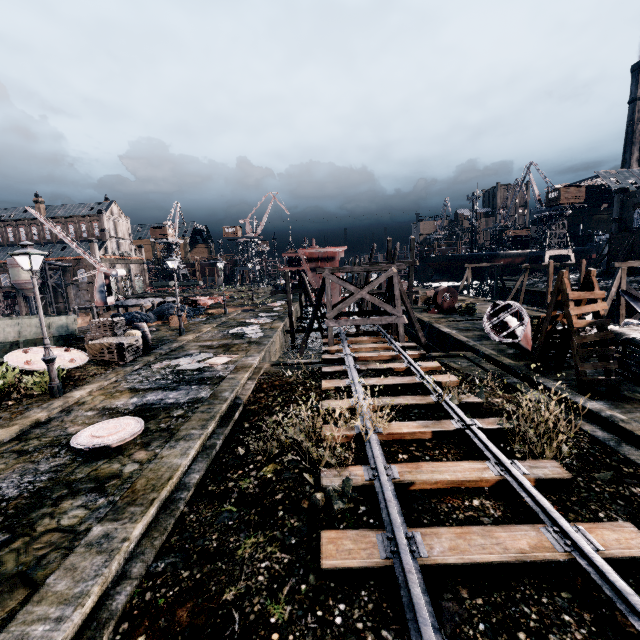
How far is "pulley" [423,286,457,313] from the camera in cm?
2989

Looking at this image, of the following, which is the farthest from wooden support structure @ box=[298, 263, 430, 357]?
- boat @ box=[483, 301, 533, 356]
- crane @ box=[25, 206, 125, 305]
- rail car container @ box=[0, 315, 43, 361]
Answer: crane @ box=[25, 206, 125, 305]

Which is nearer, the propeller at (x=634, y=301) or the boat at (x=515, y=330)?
the boat at (x=515, y=330)

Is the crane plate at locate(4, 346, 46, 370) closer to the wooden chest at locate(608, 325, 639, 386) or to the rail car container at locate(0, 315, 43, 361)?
the rail car container at locate(0, 315, 43, 361)

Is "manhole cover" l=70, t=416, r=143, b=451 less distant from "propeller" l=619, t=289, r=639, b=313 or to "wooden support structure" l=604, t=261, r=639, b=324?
"propeller" l=619, t=289, r=639, b=313

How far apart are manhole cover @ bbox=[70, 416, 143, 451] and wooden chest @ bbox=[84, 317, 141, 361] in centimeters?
821cm

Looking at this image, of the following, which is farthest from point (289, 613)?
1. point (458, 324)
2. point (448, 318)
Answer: point (448, 318)

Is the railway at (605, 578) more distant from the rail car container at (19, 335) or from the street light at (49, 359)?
the rail car container at (19, 335)
